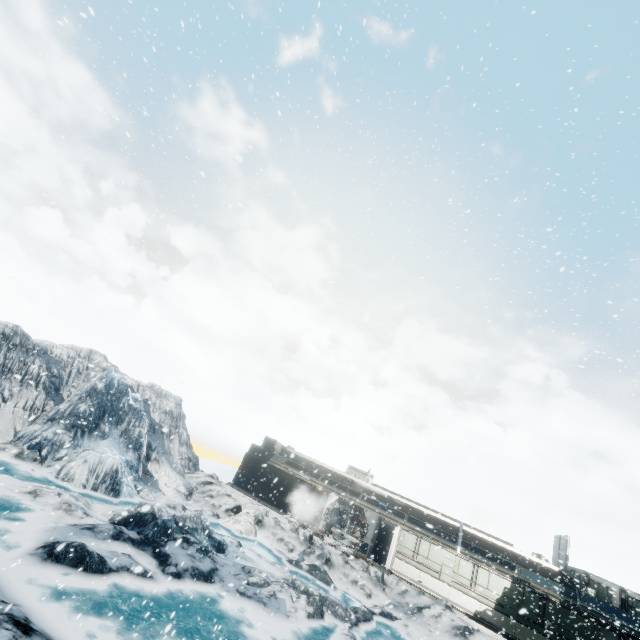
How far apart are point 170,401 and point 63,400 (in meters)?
7.84
